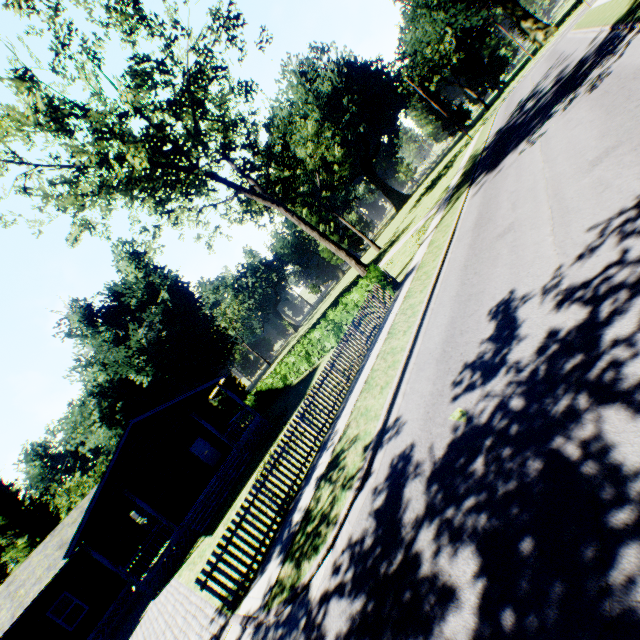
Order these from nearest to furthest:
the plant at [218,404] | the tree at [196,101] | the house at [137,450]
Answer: the tree at [196,101], the house at [137,450], the plant at [218,404]

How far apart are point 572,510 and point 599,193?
6.9m

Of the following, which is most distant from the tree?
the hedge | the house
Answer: the house

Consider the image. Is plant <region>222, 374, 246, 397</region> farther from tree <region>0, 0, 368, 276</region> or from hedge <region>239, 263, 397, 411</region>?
hedge <region>239, 263, 397, 411</region>

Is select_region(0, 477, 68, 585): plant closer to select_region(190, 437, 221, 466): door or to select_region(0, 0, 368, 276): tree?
select_region(0, 0, 368, 276): tree

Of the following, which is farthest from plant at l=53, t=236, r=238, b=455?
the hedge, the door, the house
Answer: the door

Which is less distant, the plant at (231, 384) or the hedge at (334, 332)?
the hedge at (334, 332)
